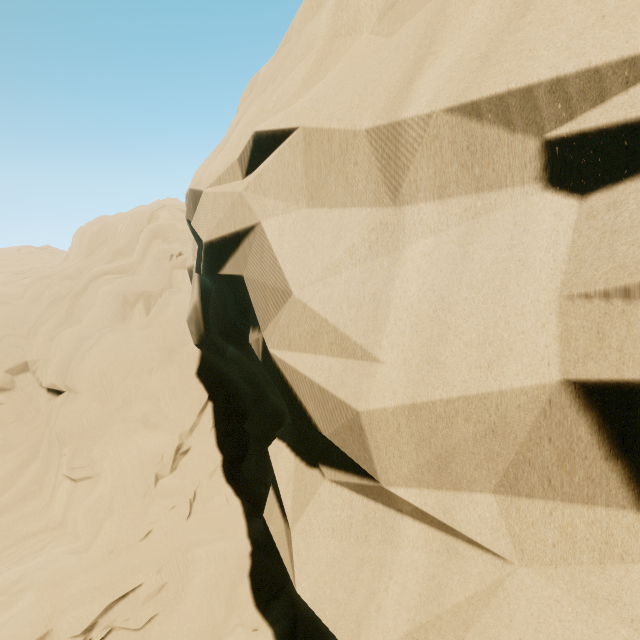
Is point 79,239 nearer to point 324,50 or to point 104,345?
point 104,345
